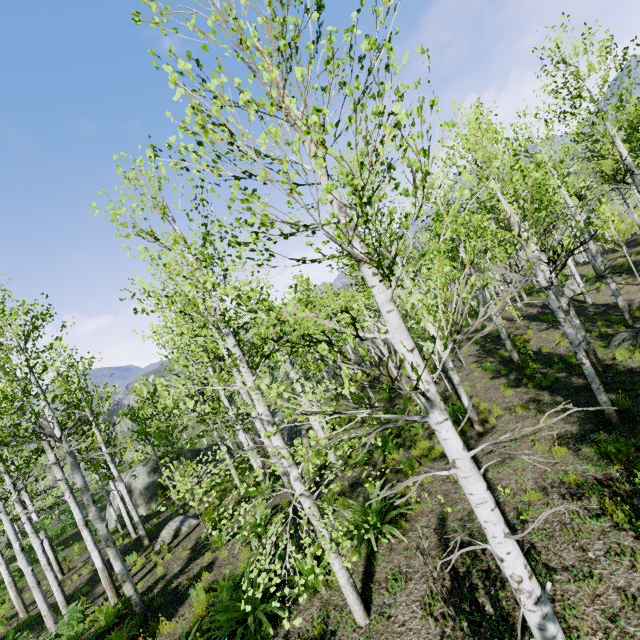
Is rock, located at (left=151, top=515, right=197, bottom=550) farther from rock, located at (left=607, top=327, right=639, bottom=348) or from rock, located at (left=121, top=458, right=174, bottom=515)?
rock, located at (left=607, top=327, right=639, bottom=348)

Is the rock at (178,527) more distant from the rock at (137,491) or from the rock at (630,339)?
the rock at (630,339)

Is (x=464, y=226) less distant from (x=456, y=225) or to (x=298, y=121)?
(x=298, y=121)

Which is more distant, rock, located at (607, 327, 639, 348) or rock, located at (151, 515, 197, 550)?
rock, located at (151, 515, 197, 550)

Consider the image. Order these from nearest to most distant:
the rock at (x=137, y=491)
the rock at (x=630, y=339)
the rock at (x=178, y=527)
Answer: the rock at (x=630, y=339), the rock at (x=178, y=527), the rock at (x=137, y=491)

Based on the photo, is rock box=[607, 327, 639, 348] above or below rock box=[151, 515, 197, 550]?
above

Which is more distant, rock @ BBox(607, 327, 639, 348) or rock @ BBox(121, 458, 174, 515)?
rock @ BBox(121, 458, 174, 515)

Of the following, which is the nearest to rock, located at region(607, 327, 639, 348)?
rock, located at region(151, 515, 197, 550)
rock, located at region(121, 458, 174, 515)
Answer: rock, located at region(151, 515, 197, 550)
